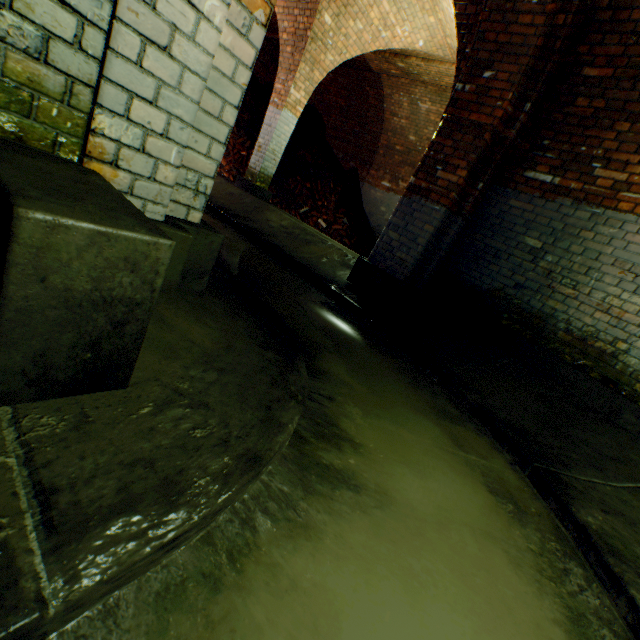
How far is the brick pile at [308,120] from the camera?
9.9m

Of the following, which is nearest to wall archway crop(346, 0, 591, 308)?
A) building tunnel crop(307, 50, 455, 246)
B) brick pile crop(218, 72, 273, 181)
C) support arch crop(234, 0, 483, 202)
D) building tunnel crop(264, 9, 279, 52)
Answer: support arch crop(234, 0, 483, 202)

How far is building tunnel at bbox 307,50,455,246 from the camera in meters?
8.1

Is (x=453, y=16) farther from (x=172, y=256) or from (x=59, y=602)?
(x=59, y=602)

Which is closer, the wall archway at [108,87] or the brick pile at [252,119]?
the wall archway at [108,87]

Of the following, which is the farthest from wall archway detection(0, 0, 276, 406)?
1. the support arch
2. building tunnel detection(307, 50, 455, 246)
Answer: building tunnel detection(307, 50, 455, 246)

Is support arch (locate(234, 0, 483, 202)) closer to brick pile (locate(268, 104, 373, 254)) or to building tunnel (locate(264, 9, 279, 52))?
brick pile (locate(268, 104, 373, 254))

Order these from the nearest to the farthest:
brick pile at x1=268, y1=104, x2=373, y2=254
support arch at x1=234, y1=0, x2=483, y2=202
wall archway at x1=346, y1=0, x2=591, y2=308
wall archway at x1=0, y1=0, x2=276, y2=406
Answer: A: wall archway at x1=0, y1=0, x2=276, y2=406 < wall archway at x1=346, y1=0, x2=591, y2=308 < support arch at x1=234, y1=0, x2=483, y2=202 < brick pile at x1=268, y1=104, x2=373, y2=254
